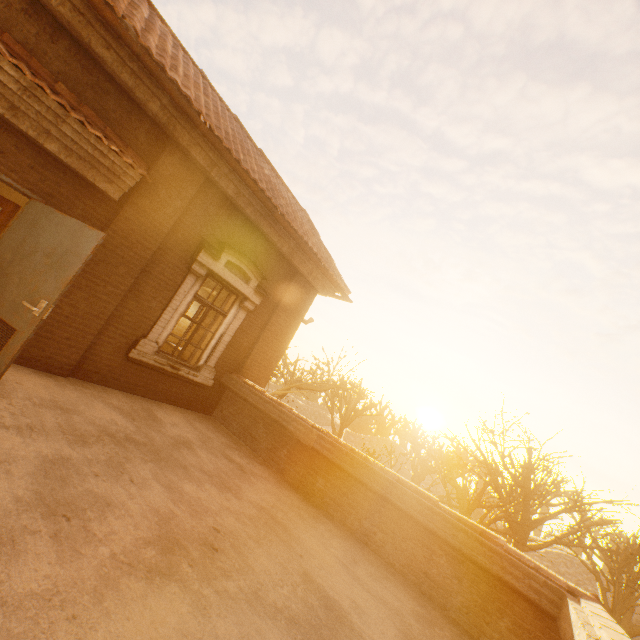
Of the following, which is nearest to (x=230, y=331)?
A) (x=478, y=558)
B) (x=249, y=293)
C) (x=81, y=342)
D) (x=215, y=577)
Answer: (x=249, y=293)

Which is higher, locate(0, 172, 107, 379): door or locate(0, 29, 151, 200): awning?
locate(0, 29, 151, 200): awning

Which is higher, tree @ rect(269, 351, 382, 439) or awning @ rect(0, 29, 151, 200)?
awning @ rect(0, 29, 151, 200)

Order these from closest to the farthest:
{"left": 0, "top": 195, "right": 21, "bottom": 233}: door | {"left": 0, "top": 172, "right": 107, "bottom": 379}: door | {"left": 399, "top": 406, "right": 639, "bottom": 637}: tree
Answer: {"left": 0, "top": 172, "right": 107, "bottom": 379}: door → {"left": 0, "top": 195, "right": 21, "bottom": 233}: door → {"left": 399, "top": 406, "right": 639, "bottom": 637}: tree

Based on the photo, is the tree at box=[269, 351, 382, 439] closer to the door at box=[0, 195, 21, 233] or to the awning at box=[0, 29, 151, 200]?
the door at box=[0, 195, 21, 233]

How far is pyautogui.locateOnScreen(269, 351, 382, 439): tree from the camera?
15.9 meters

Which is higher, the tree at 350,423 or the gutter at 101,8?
the gutter at 101,8

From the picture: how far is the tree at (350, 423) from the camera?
15.9m
